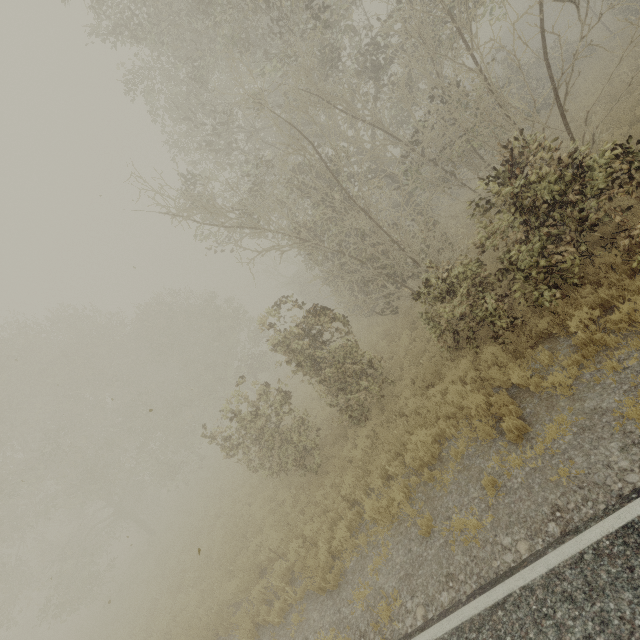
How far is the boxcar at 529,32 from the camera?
33.6 meters

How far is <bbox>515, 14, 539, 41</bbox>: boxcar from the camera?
33.6m

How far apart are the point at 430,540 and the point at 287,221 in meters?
8.9
